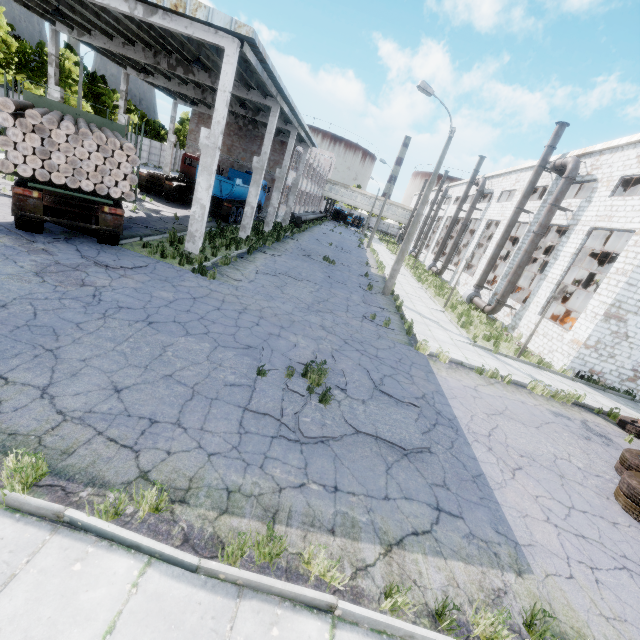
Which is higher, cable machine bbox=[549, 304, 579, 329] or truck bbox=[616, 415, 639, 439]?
cable machine bbox=[549, 304, 579, 329]

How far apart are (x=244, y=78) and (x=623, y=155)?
19.7 meters

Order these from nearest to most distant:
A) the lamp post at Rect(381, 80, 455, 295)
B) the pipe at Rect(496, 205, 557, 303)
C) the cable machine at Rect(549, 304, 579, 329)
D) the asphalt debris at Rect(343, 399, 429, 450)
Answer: the asphalt debris at Rect(343, 399, 429, 450) → the lamp post at Rect(381, 80, 455, 295) → the pipe at Rect(496, 205, 557, 303) → the cable machine at Rect(549, 304, 579, 329)

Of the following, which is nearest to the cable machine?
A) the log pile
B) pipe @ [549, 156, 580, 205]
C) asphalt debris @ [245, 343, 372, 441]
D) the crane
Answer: pipe @ [549, 156, 580, 205]

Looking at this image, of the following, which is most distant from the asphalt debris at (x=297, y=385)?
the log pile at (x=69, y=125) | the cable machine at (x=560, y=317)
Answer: the cable machine at (x=560, y=317)

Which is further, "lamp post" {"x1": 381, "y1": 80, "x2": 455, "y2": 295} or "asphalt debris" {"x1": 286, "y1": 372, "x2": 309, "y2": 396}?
"lamp post" {"x1": 381, "y1": 80, "x2": 455, "y2": 295}

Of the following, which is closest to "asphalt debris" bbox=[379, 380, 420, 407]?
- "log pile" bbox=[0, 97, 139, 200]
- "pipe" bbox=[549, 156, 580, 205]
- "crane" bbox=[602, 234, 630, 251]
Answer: "log pile" bbox=[0, 97, 139, 200]

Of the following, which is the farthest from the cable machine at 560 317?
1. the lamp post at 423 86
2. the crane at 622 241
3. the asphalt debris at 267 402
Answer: the asphalt debris at 267 402
